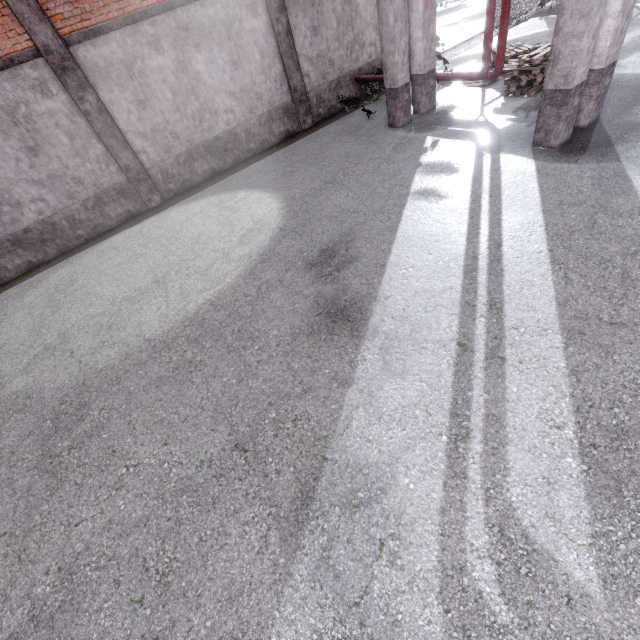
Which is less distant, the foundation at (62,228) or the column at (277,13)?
the foundation at (62,228)

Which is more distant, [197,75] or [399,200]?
[197,75]

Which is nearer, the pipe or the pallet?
the pipe

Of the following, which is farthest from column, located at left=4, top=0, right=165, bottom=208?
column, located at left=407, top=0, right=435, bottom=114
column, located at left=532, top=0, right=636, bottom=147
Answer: column, located at left=532, top=0, right=636, bottom=147

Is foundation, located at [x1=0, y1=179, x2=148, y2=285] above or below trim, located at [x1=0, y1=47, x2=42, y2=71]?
below

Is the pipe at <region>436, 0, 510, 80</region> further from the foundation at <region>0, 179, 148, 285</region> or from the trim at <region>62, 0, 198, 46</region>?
the foundation at <region>0, 179, 148, 285</region>

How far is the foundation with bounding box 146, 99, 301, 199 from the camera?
10.0 meters

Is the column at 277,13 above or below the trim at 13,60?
below
